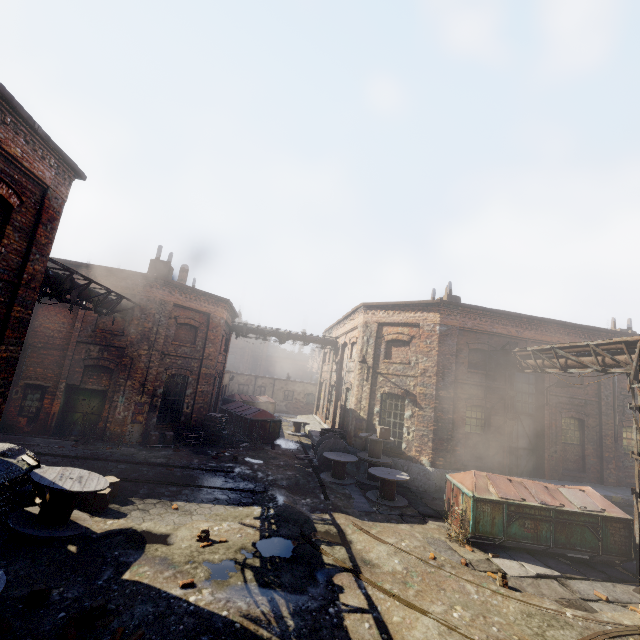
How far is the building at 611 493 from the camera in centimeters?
1353cm

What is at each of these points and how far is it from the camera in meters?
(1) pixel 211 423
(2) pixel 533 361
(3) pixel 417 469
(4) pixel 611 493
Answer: (1) pallet, 17.3
(2) pipe, 13.1
(3) building, 14.0
(4) building, 13.8

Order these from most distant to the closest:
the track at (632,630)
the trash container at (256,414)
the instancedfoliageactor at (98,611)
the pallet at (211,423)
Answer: the trash container at (256,414), the pallet at (211,423), the track at (632,630), the instancedfoliageactor at (98,611)

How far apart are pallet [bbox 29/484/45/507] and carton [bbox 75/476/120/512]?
0.57m

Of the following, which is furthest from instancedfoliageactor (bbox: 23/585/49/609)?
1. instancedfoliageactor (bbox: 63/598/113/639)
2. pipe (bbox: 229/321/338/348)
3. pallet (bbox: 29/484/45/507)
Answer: pipe (bbox: 229/321/338/348)

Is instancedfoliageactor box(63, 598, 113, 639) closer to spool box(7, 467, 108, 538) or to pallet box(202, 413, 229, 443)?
spool box(7, 467, 108, 538)

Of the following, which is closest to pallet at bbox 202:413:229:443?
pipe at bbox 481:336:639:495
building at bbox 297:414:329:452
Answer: building at bbox 297:414:329:452

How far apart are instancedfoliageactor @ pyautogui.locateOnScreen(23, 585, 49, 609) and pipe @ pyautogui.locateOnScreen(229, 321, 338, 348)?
17.94m
